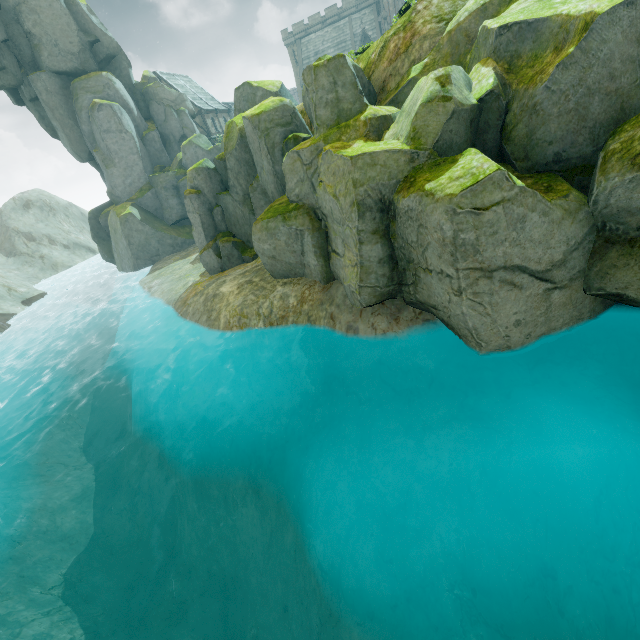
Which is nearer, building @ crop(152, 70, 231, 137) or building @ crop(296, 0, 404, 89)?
building @ crop(152, 70, 231, 137)

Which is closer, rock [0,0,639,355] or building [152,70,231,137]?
rock [0,0,639,355]

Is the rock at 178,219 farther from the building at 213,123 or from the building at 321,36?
the building at 321,36

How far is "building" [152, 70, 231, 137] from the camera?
43.9 meters

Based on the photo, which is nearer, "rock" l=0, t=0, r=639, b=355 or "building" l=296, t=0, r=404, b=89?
"rock" l=0, t=0, r=639, b=355

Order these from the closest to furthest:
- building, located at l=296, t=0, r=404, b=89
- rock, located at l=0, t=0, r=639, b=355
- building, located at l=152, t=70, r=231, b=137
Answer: rock, located at l=0, t=0, r=639, b=355, building, located at l=152, t=70, r=231, b=137, building, located at l=296, t=0, r=404, b=89

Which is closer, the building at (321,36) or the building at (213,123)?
the building at (213,123)

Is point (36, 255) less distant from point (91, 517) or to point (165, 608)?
point (91, 517)
